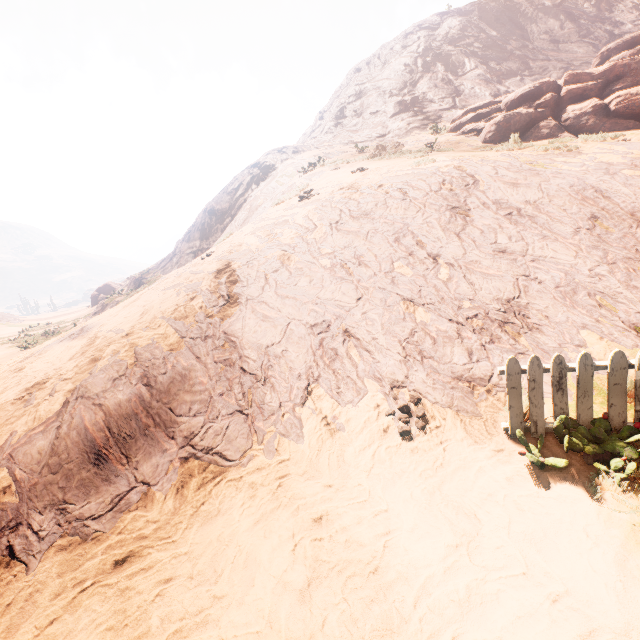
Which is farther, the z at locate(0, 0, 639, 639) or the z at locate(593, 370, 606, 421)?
the z at locate(593, 370, 606, 421)

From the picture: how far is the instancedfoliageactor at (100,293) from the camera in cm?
4234

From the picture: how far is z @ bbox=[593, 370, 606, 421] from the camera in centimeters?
346cm

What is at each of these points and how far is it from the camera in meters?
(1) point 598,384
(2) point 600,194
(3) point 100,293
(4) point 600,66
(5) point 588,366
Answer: (1) z, 4.2 m
(2) z, 7.1 m
(3) instancedfoliageactor, 43.3 m
(4) rock, 13.3 m
(5) fence, 3.4 m

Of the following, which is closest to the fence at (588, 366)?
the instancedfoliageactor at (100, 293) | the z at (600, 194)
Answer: the z at (600, 194)

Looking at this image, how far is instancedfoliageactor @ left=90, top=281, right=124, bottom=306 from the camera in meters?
42.3

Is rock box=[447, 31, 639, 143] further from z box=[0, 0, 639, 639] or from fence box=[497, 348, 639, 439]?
fence box=[497, 348, 639, 439]

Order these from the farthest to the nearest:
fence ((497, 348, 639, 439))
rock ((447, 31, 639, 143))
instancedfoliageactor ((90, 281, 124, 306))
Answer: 1. instancedfoliageactor ((90, 281, 124, 306))
2. rock ((447, 31, 639, 143))
3. fence ((497, 348, 639, 439))
